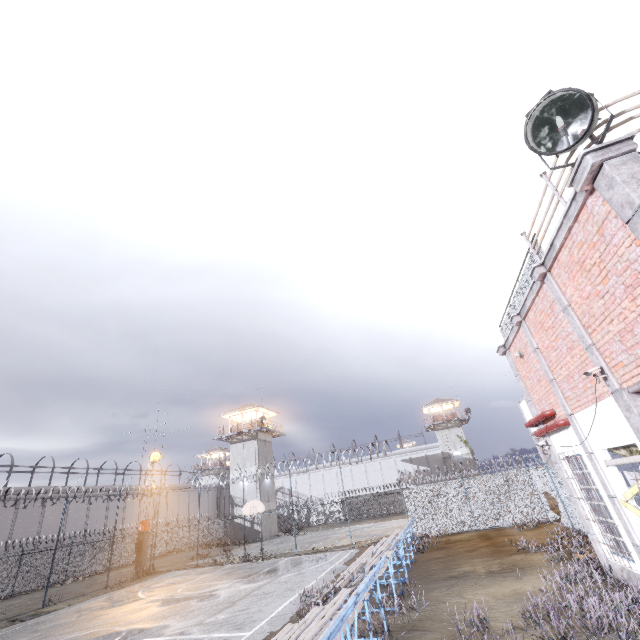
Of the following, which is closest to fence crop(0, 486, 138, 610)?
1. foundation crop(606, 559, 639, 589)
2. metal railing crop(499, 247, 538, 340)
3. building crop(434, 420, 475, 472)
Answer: metal railing crop(499, 247, 538, 340)

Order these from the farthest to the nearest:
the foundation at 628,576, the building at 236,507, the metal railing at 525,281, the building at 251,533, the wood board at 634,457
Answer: the building at 236,507
the building at 251,533
the metal railing at 525,281
the foundation at 628,576
the wood board at 634,457

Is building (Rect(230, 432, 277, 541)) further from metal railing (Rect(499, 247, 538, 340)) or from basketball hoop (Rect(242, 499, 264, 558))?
metal railing (Rect(499, 247, 538, 340))

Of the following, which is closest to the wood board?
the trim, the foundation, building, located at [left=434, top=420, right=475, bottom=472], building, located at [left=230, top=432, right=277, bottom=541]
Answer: the trim

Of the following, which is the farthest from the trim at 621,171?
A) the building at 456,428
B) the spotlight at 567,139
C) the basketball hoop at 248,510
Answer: the building at 456,428

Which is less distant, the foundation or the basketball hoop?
the foundation

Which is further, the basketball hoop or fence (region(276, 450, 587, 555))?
the basketball hoop

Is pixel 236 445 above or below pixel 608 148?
above
